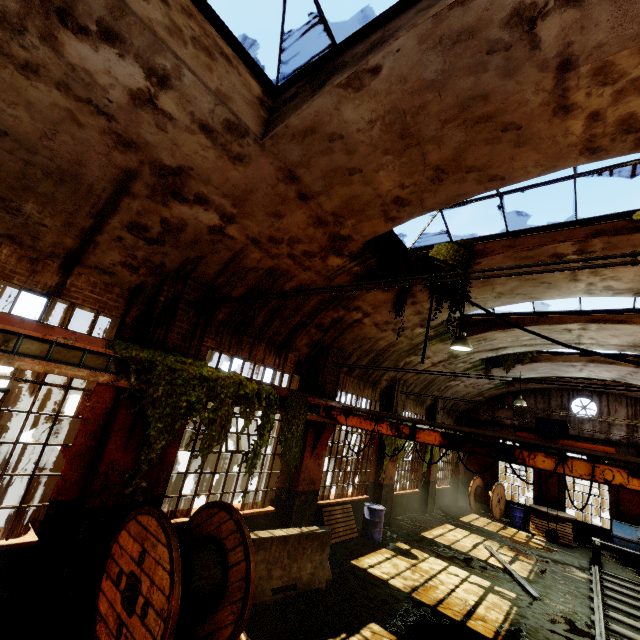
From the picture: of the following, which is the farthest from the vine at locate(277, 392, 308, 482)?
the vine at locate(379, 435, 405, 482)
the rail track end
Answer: the rail track end

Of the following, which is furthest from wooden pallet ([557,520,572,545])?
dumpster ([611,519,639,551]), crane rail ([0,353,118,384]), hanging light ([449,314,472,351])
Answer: crane rail ([0,353,118,384])

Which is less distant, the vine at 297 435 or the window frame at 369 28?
the window frame at 369 28

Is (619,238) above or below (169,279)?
above

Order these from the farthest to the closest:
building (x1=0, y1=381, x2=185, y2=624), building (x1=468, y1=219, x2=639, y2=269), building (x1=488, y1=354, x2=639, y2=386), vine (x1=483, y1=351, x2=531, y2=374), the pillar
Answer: the pillar < vine (x1=483, y1=351, x2=531, y2=374) < building (x1=488, y1=354, x2=639, y2=386) < building (x1=468, y1=219, x2=639, y2=269) < building (x1=0, y1=381, x2=185, y2=624)

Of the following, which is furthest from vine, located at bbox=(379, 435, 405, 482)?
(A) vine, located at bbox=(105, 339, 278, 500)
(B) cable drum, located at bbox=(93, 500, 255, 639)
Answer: (B) cable drum, located at bbox=(93, 500, 255, 639)

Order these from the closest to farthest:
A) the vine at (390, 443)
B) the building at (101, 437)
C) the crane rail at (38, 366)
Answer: the crane rail at (38, 366)
the building at (101, 437)
the vine at (390, 443)

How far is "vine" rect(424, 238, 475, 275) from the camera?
7.38m
